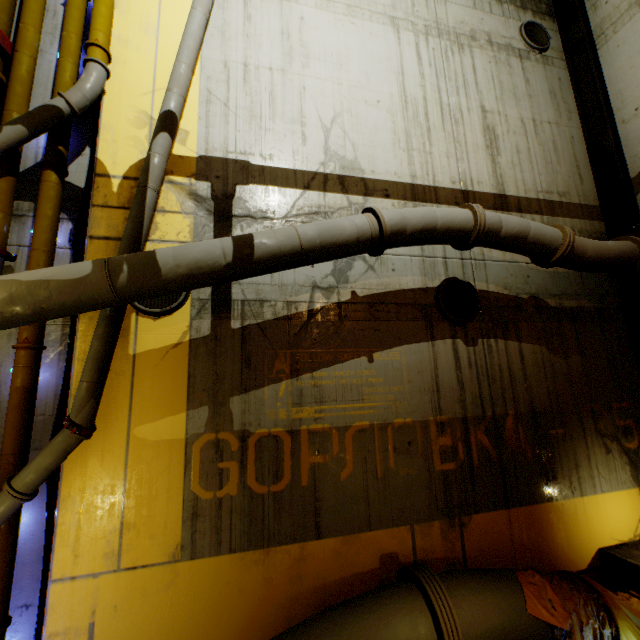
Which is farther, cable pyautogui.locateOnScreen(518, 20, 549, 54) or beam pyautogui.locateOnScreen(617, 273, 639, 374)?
cable pyautogui.locateOnScreen(518, 20, 549, 54)

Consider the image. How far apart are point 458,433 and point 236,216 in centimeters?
477cm

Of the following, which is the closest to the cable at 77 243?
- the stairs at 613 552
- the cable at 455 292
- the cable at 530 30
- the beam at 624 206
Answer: the stairs at 613 552

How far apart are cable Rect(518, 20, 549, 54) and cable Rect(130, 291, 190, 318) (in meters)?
9.00

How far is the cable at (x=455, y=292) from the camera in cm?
531

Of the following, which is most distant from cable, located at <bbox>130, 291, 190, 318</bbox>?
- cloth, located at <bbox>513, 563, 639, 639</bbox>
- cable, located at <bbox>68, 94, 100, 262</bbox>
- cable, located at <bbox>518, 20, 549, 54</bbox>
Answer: cable, located at <bbox>518, 20, 549, 54</bbox>

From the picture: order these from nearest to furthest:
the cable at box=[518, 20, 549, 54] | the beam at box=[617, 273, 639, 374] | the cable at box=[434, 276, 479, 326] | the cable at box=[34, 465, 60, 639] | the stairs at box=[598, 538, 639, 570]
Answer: the cable at box=[34, 465, 60, 639] → the stairs at box=[598, 538, 639, 570] → the cable at box=[434, 276, 479, 326] → the beam at box=[617, 273, 639, 374] → the cable at box=[518, 20, 549, 54]

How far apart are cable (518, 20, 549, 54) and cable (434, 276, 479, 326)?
6.17m
